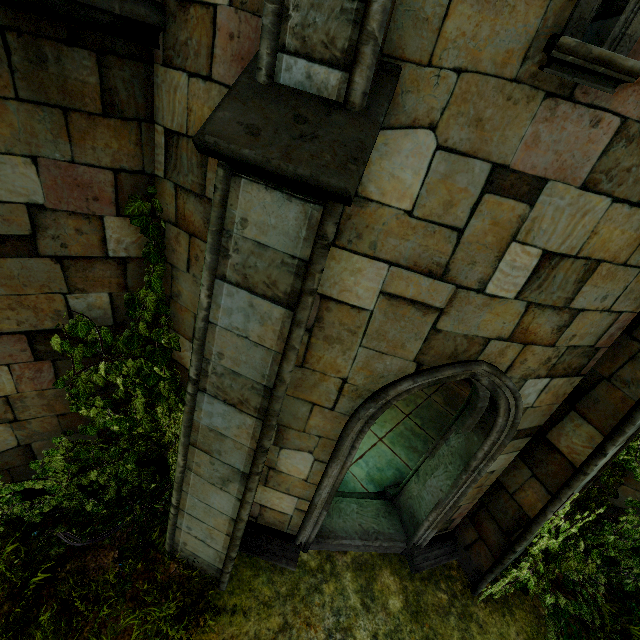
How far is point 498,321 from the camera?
2.8m

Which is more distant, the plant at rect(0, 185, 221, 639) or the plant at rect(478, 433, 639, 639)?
the plant at rect(478, 433, 639, 639)

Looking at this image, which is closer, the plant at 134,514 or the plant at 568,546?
the plant at 134,514
